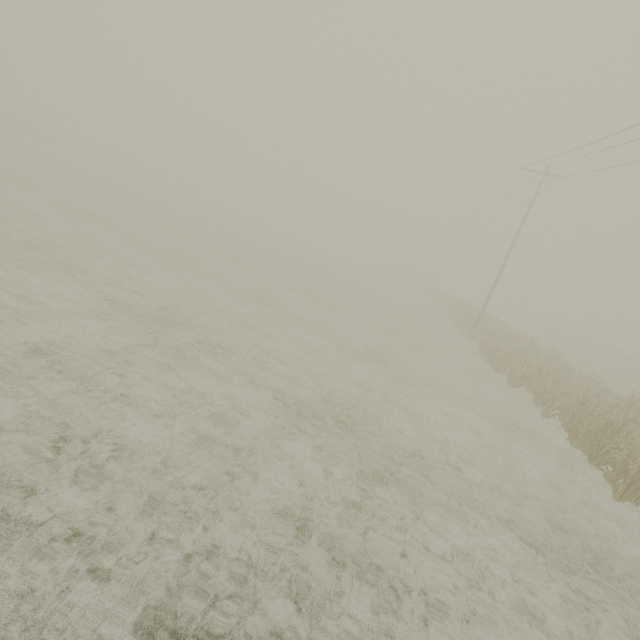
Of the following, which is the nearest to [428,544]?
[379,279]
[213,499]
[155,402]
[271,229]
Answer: [213,499]
